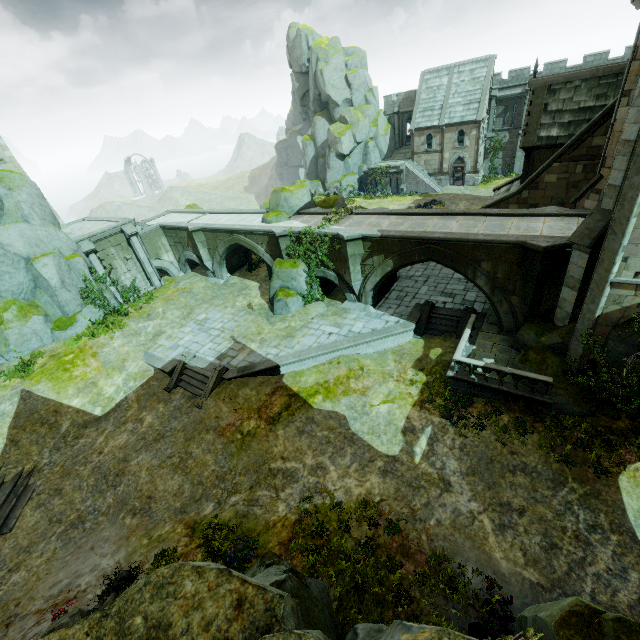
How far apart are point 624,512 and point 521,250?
A: 10.0 meters

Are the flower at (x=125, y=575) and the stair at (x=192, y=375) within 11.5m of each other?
yes

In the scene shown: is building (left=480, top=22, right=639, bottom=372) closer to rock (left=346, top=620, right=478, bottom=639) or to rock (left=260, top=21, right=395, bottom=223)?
rock (left=346, top=620, right=478, bottom=639)

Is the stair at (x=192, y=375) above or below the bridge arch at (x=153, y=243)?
below

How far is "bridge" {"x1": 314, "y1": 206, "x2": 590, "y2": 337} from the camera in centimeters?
1402cm

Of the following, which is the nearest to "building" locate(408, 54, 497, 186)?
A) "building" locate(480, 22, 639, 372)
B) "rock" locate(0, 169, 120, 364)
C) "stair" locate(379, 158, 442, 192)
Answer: "stair" locate(379, 158, 442, 192)

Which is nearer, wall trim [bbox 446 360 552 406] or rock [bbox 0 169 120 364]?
wall trim [bbox 446 360 552 406]

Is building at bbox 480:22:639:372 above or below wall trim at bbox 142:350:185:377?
above
